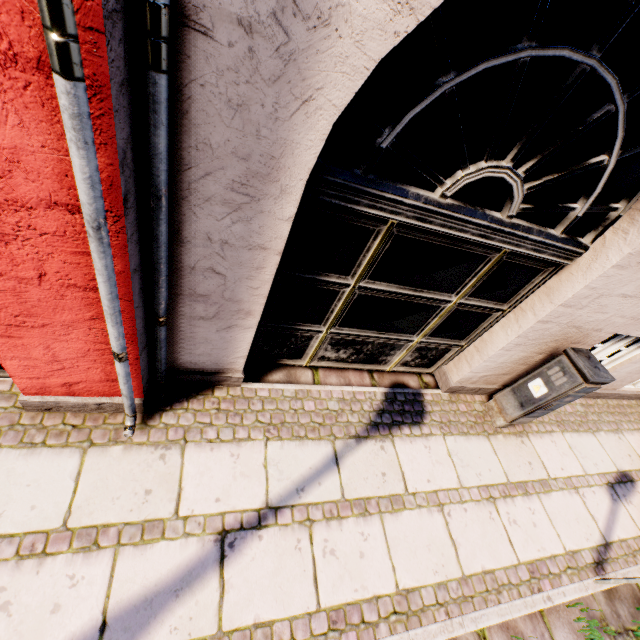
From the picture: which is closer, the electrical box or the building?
the building

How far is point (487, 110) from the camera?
13.2m

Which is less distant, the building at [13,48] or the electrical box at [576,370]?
the building at [13,48]

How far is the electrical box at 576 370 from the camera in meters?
3.1

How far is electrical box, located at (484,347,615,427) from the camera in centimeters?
308cm
